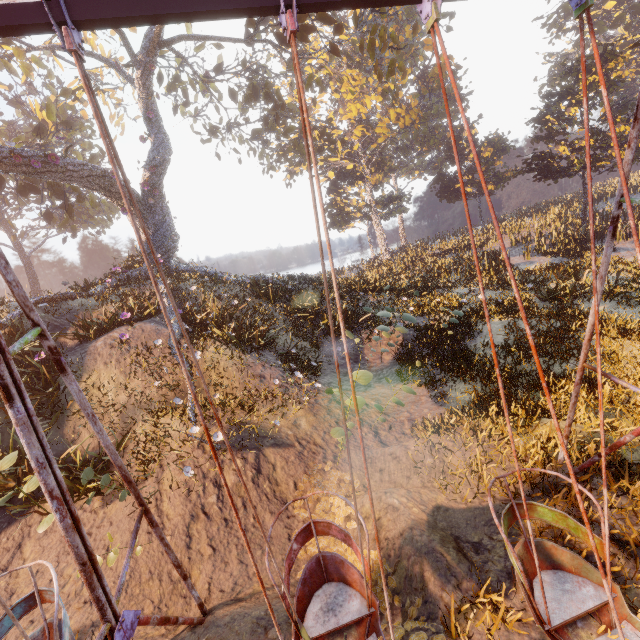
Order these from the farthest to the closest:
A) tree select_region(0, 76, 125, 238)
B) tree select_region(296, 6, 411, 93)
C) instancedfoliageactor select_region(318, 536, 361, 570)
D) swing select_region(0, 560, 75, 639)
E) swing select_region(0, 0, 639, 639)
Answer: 1. tree select_region(296, 6, 411, 93)
2. tree select_region(0, 76, 125, 238)
3. instancedfoliageactor select_region(318, 536, 361, 570)
4. swing select_region(0, 560, 75, 639)
5. swing select_region(0, 0, 639, 639)

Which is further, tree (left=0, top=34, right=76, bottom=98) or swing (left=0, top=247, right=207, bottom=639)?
tree (left=0, top=34, right=76, bottom=98)

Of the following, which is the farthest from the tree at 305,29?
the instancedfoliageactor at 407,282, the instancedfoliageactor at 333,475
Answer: the instancedfoliageactor at 333,475

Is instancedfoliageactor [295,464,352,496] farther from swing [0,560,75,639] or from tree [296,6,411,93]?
tree [296,6,411,93]

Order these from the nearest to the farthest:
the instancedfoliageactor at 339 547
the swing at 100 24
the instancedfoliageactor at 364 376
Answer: the swing at 100 24
the instancedfoliageactor at 339 547
the instancedfoliageactor at 364 376

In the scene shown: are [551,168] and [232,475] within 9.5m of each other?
no

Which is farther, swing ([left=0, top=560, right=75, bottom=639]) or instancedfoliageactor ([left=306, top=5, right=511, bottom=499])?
instancedfoliageactor ([left=306, top=5, right=511, bottom=499])

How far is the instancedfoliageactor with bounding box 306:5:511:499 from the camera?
9.1 meters
